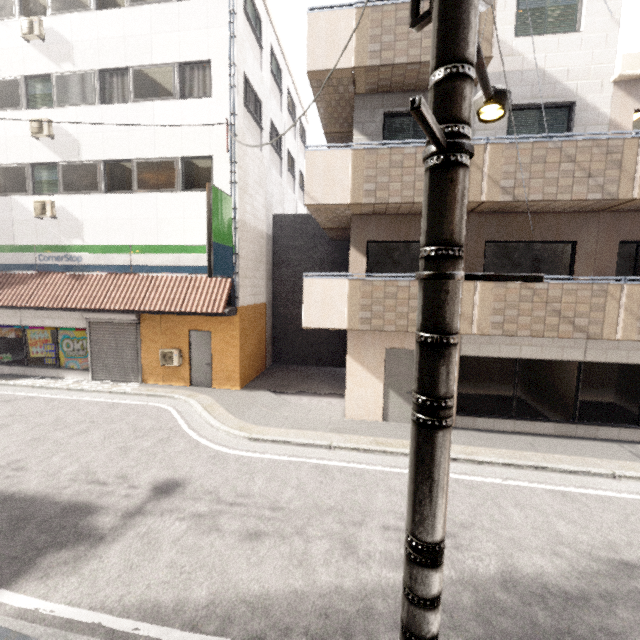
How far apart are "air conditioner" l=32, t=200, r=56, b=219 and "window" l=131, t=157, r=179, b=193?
3.1m

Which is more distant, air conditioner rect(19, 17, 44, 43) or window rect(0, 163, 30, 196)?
window rect(0, 163, 30, 196)

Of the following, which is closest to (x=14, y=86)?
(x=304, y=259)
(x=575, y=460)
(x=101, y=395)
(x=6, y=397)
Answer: (x=6, y=397)

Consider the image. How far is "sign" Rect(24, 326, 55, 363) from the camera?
12.6m

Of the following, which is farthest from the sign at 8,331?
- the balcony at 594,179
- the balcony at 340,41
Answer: the balcony at 340,41

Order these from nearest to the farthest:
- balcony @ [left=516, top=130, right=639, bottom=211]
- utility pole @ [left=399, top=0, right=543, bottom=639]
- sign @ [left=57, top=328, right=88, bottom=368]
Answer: utility pole @ [left=399, top=0, right=543, bottom=639] < balcony @ [left=516, top=130, right=639, bottom=211] < sign @ [left=57, top=328, right=88, bottom=368]

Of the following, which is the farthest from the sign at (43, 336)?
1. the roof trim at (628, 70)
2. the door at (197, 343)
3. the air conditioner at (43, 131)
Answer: the roof trim at (628, 70)

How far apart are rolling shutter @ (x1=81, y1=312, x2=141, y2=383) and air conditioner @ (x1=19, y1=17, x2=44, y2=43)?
9.43m
